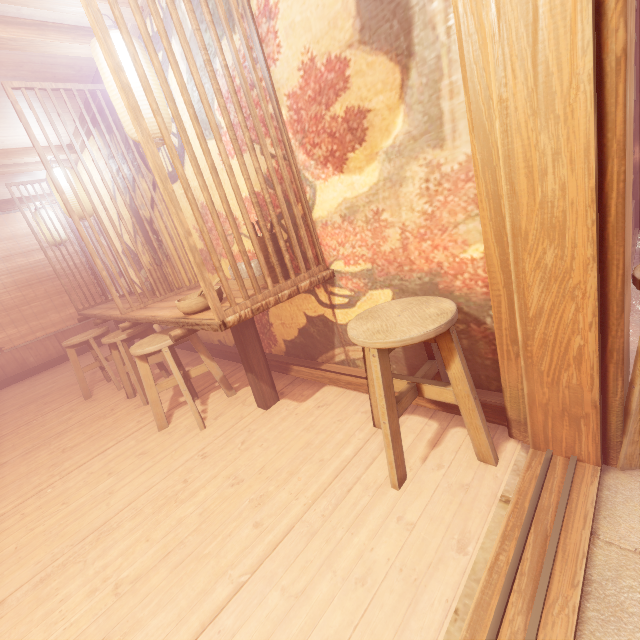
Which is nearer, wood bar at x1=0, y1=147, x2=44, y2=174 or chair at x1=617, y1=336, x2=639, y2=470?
chair at x1=617, y1=336, x2=639, y2=470

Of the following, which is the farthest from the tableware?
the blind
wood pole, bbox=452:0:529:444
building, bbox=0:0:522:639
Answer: the blind

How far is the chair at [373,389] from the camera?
2.4 meters

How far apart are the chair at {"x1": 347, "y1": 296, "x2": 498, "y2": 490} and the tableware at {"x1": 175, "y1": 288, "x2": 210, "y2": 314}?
1.5 meters

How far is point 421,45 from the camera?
2.3 meters

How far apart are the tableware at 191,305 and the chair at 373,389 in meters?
1.5 m

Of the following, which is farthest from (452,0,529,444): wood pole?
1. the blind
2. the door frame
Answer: the blind

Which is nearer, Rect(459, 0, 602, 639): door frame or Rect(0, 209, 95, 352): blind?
Rect(459, 0, 602, 639): door frame
